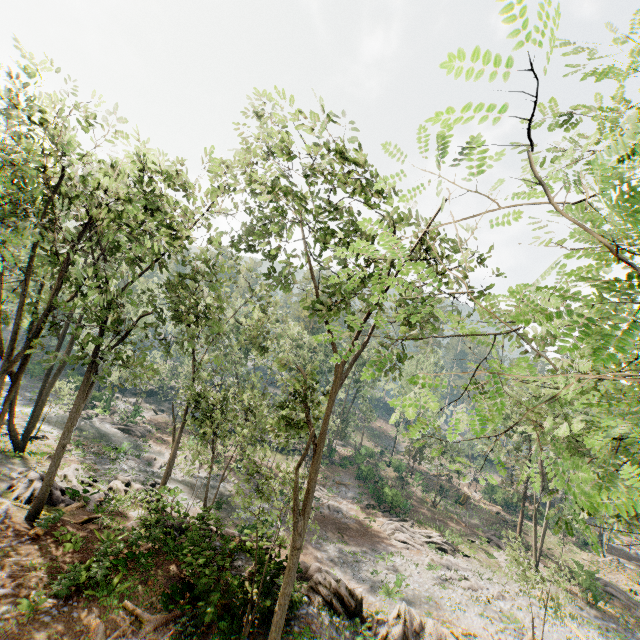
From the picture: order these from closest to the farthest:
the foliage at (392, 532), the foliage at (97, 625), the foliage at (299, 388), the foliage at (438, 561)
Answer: the foliage at (299, 388), the foliage at (97, 625), the foliage at (438, 561), the foliage at (392, 532)

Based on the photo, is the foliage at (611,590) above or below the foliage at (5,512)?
below

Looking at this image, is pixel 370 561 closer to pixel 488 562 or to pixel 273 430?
pixel 488 562

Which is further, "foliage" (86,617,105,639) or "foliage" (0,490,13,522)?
"foliage" (0,490,13,522)

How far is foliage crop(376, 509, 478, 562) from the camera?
29.2m

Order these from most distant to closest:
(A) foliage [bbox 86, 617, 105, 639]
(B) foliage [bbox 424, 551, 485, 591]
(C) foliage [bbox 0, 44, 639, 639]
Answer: (B) foliage [bbox 424, 551, 485, 591]
(A) foliage [bbox 86, 617, 105, 639]
(C) foliage [bbox 0, 44, 639, 639]

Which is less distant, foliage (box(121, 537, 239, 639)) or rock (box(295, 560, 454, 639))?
foliage (box(121, 537, 239, 639))
